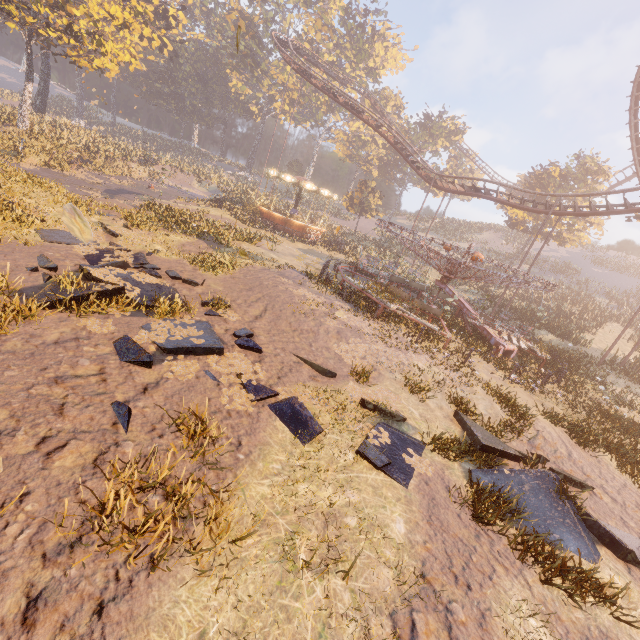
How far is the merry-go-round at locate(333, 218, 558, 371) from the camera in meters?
14.3 m

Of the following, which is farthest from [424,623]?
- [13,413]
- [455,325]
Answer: [455,325]

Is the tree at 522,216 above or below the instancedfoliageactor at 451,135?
below

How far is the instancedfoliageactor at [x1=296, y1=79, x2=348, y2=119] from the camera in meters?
55.5 m

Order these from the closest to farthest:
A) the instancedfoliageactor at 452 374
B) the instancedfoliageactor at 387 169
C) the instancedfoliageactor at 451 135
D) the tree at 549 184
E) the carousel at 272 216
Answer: the instancedfoliageactor at 452 374 < the carousel at 272 216 < the tree at 549 184 < the instancedfoliageactor at 451 135 < the instancedfoliageactor at 387 169

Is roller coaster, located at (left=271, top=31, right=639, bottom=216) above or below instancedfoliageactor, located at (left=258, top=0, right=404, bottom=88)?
below

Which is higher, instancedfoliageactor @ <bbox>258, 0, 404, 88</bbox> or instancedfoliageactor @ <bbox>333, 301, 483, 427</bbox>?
instancedfoliageactor @ <bbox>258, 0, 404, 88</bbox>
